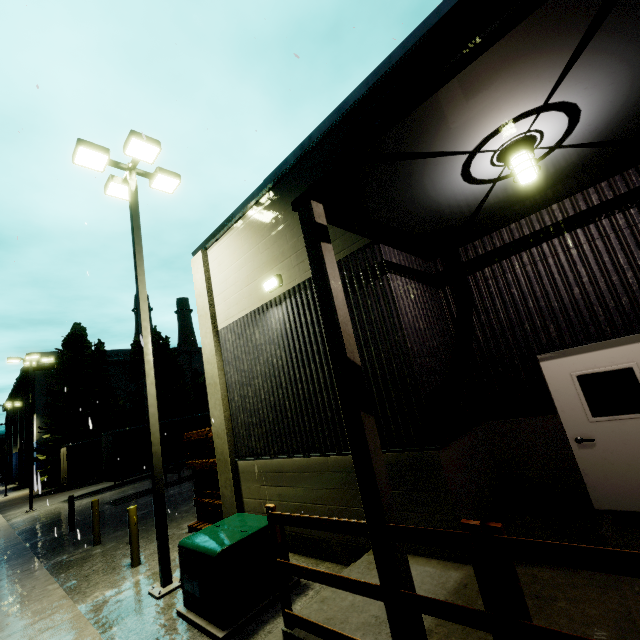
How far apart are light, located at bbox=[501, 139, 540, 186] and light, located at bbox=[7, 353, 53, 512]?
28.6m

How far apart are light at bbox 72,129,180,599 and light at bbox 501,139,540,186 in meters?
7.6

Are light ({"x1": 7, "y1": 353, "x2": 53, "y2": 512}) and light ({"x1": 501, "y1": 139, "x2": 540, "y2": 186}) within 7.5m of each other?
no

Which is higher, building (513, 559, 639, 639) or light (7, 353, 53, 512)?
light (7, 353, 53, 512)

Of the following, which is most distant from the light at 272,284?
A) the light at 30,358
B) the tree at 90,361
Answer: the tree at 90,361

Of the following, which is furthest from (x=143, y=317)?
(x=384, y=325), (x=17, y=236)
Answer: (x=384, y=325)

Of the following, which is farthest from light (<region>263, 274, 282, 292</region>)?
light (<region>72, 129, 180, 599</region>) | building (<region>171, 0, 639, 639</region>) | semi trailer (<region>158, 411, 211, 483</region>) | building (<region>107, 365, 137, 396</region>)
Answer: building (<region>107, 365, 137, 396</region>)

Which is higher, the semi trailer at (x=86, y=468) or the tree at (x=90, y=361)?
the tree at (x=90, y=361)
